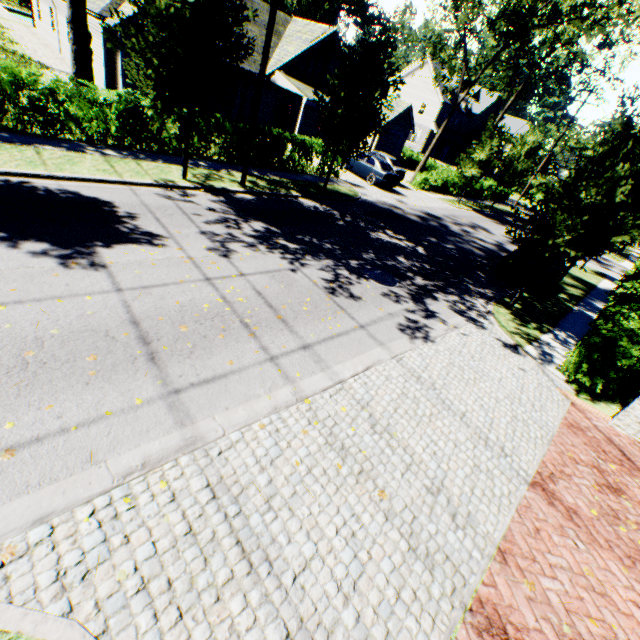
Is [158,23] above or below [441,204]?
above

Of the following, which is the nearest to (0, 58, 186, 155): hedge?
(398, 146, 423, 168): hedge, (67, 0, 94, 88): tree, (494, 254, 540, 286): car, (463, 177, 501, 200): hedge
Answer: (67, 0, 94, 88): tree

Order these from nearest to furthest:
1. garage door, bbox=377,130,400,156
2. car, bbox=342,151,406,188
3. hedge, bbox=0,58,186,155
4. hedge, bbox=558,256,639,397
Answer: hedge, bbox=558,256,639,397 < hedge, bbox=0,58,186,155 < car, bbox=342,151,406,188 < garage door, bbox=377,130,400,156

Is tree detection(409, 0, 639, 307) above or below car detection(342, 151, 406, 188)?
above

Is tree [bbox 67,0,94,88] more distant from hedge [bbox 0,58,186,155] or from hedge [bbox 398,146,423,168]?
hedge [bbox 398,146,423,168]

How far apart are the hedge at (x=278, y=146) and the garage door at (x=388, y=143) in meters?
22.0

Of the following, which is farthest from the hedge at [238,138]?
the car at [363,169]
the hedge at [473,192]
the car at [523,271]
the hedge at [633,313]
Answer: the hedge at [473,192]

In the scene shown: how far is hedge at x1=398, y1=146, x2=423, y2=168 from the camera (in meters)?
39.12
